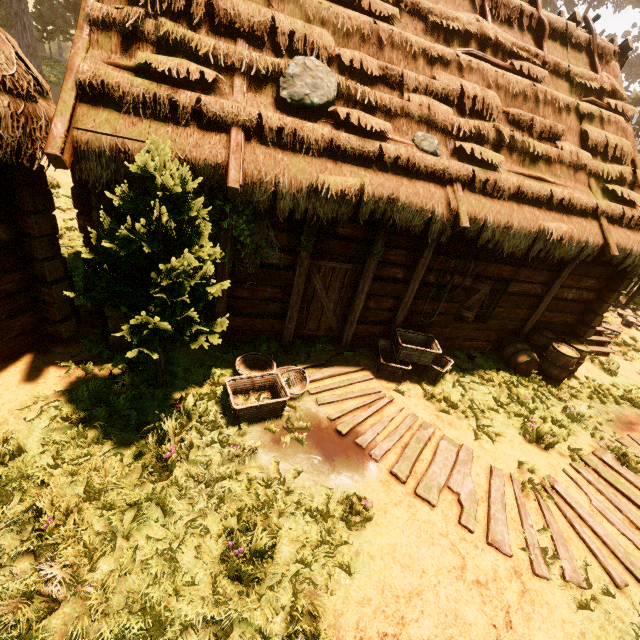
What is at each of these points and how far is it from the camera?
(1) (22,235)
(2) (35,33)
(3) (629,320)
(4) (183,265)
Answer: (1) building, 4.70m
(2) treerock, 32.22m
(3) rock, 12.01m
(4) treerock, 4.16m

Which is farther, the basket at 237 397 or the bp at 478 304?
the bp at 478 304

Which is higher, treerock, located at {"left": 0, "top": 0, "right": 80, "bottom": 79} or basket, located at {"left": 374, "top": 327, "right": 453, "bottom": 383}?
treerock, located at {"left": 0, "top": 0, "right": 80, "bottom": 79}

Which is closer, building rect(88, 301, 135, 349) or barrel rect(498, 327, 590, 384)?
building rect(88, 301, 135, 349)

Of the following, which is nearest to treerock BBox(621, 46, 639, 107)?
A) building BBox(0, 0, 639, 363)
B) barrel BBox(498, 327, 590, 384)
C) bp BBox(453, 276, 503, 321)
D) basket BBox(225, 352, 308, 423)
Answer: building BBox(0, 0, 639, 363)

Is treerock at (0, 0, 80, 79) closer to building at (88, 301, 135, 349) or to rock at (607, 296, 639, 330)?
building at (88, 301, 135, 349)

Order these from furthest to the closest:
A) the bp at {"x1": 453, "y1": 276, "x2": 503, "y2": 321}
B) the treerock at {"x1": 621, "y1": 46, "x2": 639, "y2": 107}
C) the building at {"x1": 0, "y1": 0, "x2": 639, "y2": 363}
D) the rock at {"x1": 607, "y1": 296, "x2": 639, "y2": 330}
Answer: the treerock at {"x1": 621, "y1": 46, "x2": 639, "y2": 107}
the rock at {"x1": 607, "y1": 296, "x2": 639, "y2": 330}
the bp at {"x1": 453, "y1": 276, "x2": 503, "y2": 321}
the building at {"x1": 0, "y1": 0, "x2": 639, "y2": 363}

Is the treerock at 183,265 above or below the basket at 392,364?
above
